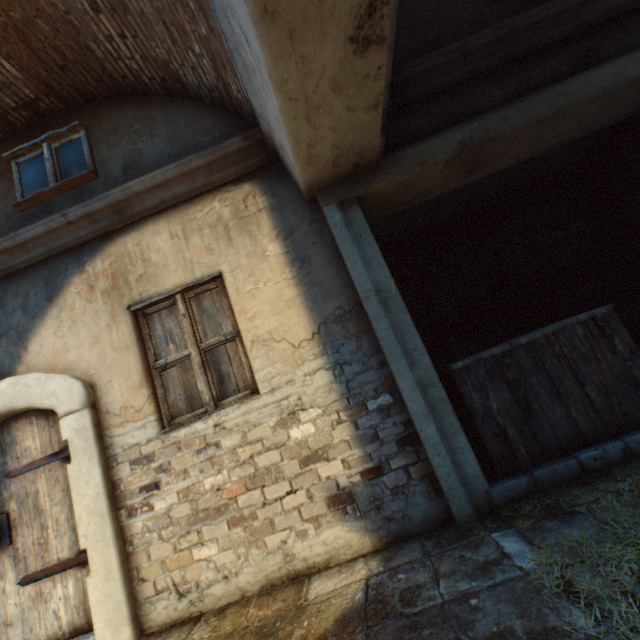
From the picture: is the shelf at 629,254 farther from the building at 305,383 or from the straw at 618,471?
the building at 305,383

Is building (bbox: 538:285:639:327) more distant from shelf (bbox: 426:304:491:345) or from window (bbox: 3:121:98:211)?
shelf (bbox: 426:304:491:345)

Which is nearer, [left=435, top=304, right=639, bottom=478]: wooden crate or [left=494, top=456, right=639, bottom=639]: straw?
[left=494, top=456, right=639, bottom=639]: straw

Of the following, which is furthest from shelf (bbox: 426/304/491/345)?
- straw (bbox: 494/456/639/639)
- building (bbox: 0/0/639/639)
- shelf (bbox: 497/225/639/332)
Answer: building (bbox: 0/0/639/639)

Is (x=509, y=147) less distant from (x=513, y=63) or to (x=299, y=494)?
(x=513, y=63)

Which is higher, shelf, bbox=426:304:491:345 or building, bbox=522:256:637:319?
shelf, bbox=426:304:491:345

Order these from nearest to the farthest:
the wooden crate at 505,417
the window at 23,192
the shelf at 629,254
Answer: the wooden crate at 505,417 → the window at 23,192 → the shelf at 629,254

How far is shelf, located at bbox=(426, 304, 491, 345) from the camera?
5.0 meters
